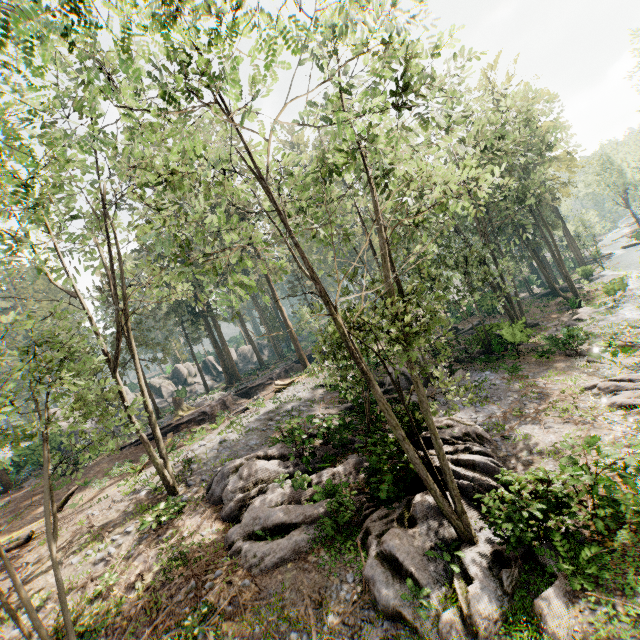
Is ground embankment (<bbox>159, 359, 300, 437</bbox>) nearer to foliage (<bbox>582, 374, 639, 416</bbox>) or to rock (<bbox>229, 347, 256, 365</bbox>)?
foliage (<bbox>582, 374, 639, 416</bbox>)

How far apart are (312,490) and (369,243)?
14.2 meters

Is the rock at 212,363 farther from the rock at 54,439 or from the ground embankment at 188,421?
the ground embankment at 188,421

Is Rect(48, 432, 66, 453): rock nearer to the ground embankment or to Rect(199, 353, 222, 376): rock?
Rect(199, 353, 222, 376): rock

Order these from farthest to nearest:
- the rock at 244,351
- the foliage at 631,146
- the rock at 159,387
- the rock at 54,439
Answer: the foliage at 631,146, the rock at 244,351, the rock at 159,387, the rock at 54,439

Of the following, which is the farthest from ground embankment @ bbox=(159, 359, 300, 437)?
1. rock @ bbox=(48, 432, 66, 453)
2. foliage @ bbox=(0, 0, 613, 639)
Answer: rock @ bbox=(48, 432, 66, 453)

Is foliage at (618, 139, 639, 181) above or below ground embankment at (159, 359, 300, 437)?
above

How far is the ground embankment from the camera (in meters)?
26.41
